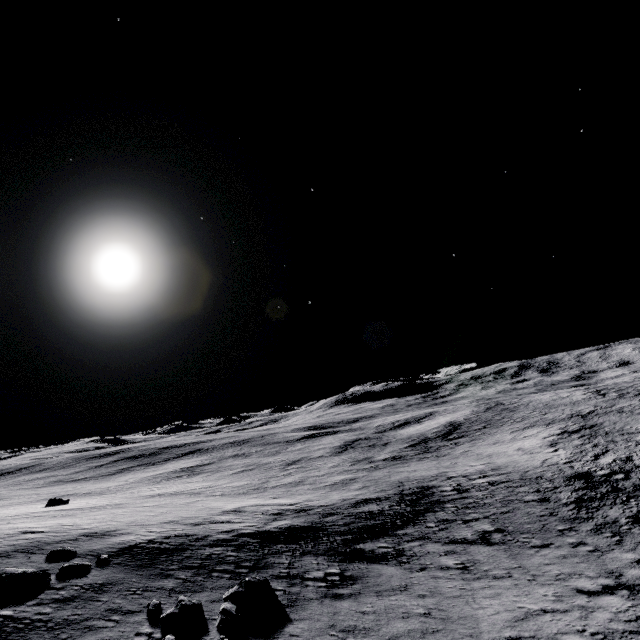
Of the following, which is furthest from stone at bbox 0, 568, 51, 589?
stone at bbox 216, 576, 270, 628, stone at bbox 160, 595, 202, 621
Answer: stone at bbox 216, 576, 270, 628

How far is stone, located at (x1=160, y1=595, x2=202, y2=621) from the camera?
10.54m

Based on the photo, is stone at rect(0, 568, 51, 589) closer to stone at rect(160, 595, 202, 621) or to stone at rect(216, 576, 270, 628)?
stone at rect(160, 595, 202, 621)

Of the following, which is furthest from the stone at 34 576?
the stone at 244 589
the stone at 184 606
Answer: the stone at 244 589

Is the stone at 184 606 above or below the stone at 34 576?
below

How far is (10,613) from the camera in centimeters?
1034cm

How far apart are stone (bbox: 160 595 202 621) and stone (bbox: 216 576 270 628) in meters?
0.8 m
